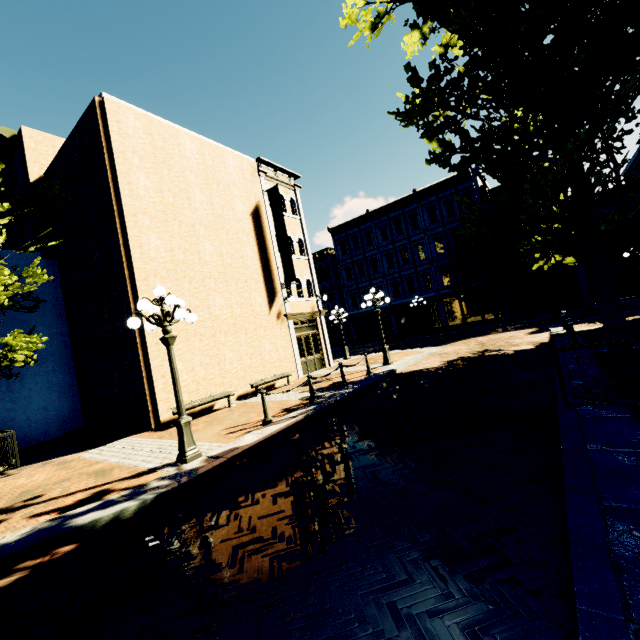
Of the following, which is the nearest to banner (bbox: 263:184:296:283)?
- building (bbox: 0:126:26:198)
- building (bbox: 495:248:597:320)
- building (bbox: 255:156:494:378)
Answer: building (bbox: 255:156:494:378)

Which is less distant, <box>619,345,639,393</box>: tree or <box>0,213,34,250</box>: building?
<box>619,345,639,393</box>: tree

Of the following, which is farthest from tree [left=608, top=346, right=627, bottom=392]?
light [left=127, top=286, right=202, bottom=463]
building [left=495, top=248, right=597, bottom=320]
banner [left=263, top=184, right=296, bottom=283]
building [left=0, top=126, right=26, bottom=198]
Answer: banner [left=263, top=184, right=296, bottom=283]

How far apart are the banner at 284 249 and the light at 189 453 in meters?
9.2 m

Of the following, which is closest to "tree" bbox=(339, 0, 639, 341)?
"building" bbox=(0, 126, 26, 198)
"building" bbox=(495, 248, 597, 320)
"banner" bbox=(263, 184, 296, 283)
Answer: "building" bbox=(495, 248, 597, 320)

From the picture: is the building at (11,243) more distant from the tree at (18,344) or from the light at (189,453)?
the light at (189,453)

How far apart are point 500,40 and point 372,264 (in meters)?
29.43

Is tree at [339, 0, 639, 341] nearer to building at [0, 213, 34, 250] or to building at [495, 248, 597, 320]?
building at [495, 248, 597, 320]
